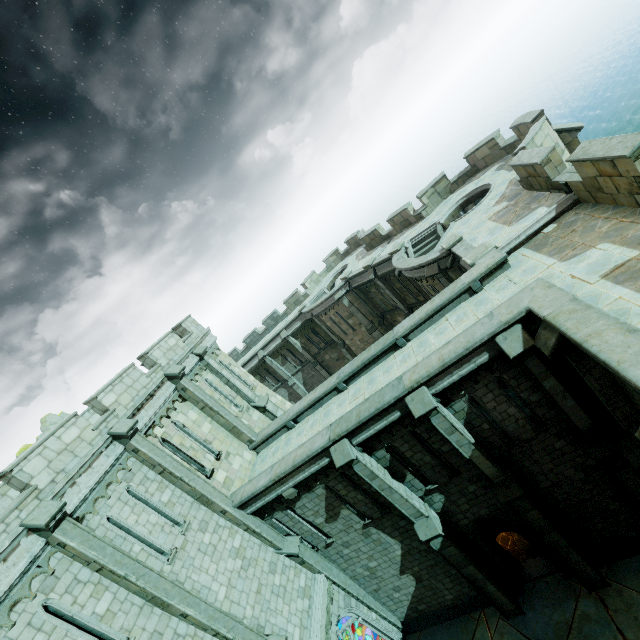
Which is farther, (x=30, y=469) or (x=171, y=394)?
(x=171, y=394)

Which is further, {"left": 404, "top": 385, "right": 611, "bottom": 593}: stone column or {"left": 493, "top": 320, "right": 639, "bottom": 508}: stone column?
{"left": 404, "top": 385, "right": 611, "bottom": 593}: stone column

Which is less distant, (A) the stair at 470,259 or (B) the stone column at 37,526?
(B) the stone column at 37,526

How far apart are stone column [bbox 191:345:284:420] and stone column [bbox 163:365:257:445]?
1.9 meters

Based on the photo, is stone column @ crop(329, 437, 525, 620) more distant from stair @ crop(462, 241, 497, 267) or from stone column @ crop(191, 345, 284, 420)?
stair @ crop(462, 241, 497, 267)

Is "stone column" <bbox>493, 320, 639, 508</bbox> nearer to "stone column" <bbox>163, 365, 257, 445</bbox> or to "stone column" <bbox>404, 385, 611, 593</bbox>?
"stone column" <bbox>404, 385, 611, 593</bbox>

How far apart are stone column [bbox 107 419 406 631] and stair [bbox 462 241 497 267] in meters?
12.9

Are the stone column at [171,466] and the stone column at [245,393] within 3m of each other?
no
